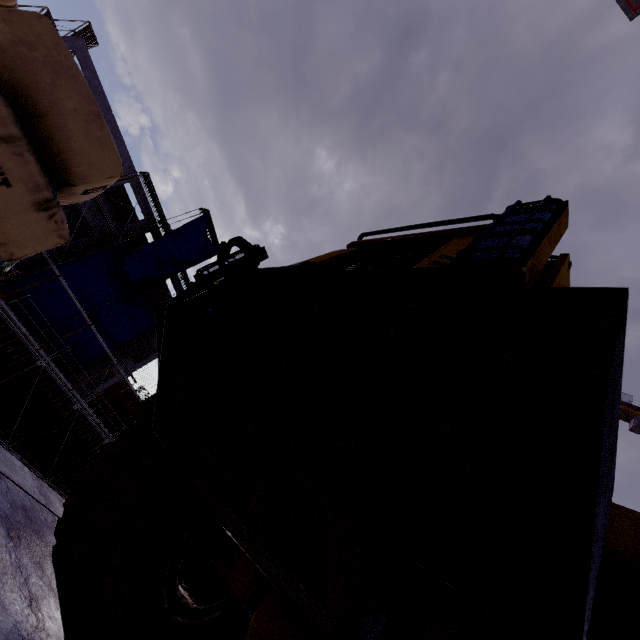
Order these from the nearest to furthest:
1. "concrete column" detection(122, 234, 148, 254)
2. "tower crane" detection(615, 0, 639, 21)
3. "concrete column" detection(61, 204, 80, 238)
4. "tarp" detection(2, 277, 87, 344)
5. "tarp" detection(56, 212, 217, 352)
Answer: "tarp" detection(2, 277, 87, 344) < "tarp" detection(56, 212, 217, 352) < "concrete column" detection(61, 204, 80, 238) < "concrete column" detection(122, 234, 148, 254) < "tower crane" detection(615, 0, 639, 21)

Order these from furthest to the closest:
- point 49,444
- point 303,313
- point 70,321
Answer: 1. point 70,321
2. point 49,444
3. point 303,313

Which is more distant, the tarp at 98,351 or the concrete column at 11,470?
the tarp at 98,351

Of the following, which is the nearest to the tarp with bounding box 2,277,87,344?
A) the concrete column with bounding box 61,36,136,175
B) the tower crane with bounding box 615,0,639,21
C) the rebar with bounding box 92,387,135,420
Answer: the concrete column with bounding box 61,36,136,175

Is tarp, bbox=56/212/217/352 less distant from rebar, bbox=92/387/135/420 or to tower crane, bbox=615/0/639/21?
rebar, bbox=92/387/135/420

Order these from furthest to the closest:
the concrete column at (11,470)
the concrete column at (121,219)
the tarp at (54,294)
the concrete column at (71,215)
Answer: the concrete column at (71,215) → the concrete column at (121,219) → the tarp at (54,294) → the concrete column at (11,470)

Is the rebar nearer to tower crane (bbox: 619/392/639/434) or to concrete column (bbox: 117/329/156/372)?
concrete column (bbox: 117/329/156/372)

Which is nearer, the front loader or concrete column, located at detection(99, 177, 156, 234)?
the front loader
